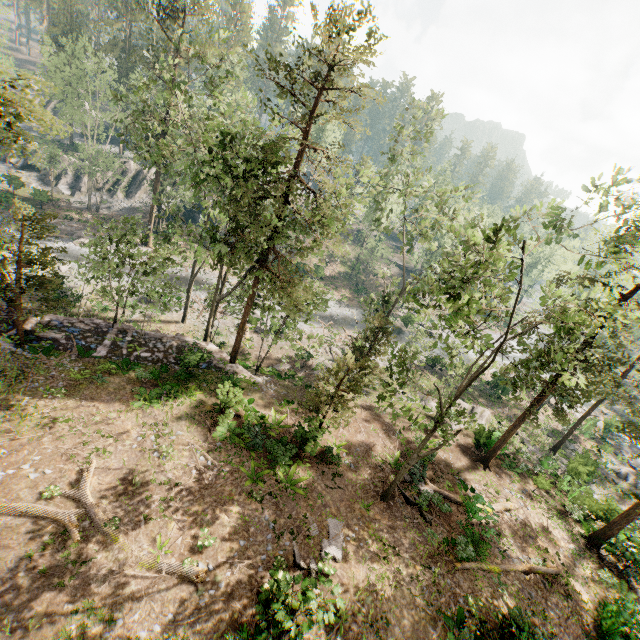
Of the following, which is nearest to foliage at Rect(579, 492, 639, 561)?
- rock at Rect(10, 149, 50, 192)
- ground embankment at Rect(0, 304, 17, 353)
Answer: ground embankment at Rect(0, 304, 17, 353)

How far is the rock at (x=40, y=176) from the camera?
41.3 meters

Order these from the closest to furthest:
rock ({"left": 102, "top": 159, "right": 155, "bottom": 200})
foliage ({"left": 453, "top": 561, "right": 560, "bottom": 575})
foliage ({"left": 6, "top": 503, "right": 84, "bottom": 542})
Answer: foliage ({"left": 6, "top": 503, "right": 84, "bottom": 542})
foliage ({"left": 453, "top": 561, "right": 560, "bottom": 575})
rock ({"left": 102, "top": 159, "right": 155, "bottom": 200})

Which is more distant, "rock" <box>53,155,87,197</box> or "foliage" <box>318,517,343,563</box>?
"rock" <box>53,155,87,197</box>

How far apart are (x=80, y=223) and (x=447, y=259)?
46.8m

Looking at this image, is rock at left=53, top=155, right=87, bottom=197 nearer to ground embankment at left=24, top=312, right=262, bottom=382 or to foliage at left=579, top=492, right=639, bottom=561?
foliage at left=579, top=492, right=639, bottom=561

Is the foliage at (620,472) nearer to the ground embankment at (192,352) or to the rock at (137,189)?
the ground embankment at (192,352)
